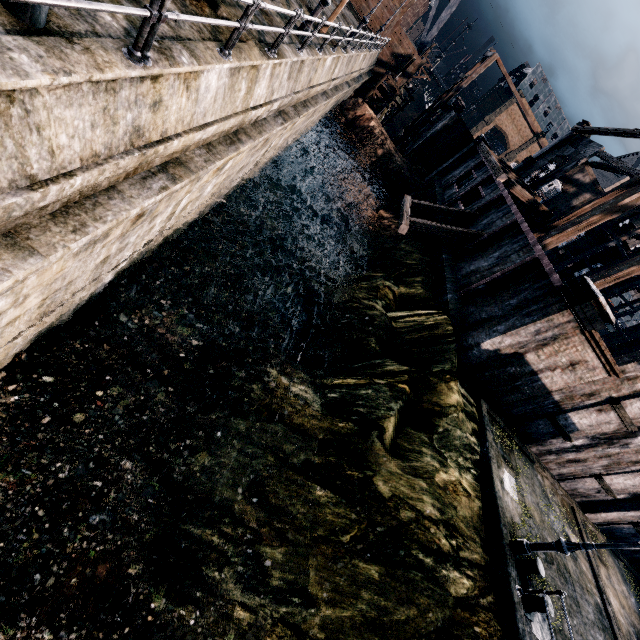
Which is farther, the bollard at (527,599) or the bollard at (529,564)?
the bollard at (529,564)

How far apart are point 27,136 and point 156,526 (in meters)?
9.79

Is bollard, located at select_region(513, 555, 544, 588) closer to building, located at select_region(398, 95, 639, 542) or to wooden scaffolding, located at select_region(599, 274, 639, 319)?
building, located at select_region(398, 95, 639, 542)

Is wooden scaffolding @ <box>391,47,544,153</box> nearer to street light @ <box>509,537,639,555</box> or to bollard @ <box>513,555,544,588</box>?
street light @ <box>509,537,639,555</box>

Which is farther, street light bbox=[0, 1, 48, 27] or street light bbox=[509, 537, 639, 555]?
street light bbox=[509, 537, 639, 555]

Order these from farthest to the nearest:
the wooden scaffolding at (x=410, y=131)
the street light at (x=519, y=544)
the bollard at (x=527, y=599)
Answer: the wooden scaffolding at (x=410, y=131) < the bollard at (x=527, y=599) < the street light at (x=519, y=544)

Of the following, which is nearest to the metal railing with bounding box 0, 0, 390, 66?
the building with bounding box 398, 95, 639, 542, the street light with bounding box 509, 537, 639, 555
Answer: the building with bounding box 398, 95, 639, 542

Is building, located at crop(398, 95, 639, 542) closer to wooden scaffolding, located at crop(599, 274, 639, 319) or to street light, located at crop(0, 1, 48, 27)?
wooden scaffolding, located at crop(599, 274, 639, 319)
